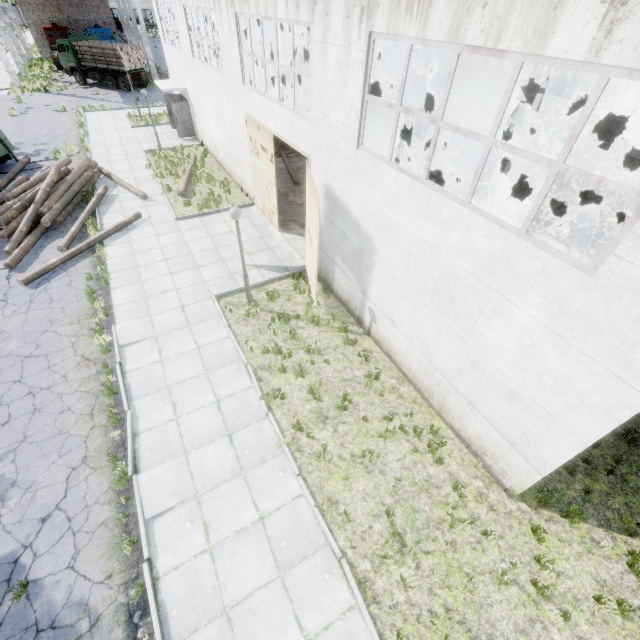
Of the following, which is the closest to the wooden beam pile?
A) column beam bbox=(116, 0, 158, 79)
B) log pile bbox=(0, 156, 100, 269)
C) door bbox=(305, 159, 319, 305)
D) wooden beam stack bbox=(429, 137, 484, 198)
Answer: wooden beam stack bbox=(429, 137, 484, 198)

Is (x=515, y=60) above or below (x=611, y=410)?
above

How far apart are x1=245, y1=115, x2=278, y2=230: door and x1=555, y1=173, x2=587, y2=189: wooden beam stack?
14.8m

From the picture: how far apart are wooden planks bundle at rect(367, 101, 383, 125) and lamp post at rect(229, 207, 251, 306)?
23.7m

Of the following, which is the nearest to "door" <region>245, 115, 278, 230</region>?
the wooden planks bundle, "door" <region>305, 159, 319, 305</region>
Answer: "door" <region>305, 159, 319, 305</region>

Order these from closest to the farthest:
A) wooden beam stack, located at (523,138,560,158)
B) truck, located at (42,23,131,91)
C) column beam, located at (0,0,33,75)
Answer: wooden beam stack, located at (523,138,560,158) → truck, located at (42,23,131,91) → column beam, located at (0,0,33,75)

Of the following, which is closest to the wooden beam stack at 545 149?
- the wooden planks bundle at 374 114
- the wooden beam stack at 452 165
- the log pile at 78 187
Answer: the wooden beam stack at 452 165

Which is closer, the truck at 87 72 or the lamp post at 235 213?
the lamp post at 235 213
